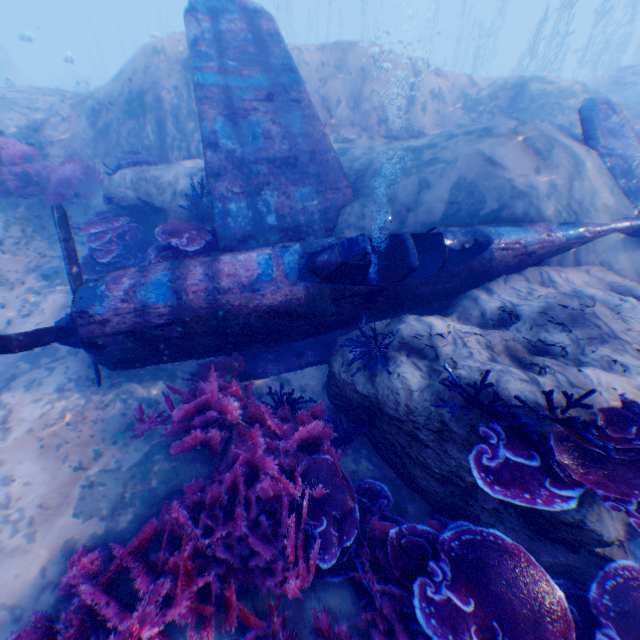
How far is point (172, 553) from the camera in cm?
310

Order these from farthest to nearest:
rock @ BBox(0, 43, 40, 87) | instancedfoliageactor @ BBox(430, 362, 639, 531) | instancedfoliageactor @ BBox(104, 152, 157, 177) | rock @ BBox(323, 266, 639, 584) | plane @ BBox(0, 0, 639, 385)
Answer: rock @ BBox(0, 43, 40, 87)
instancedfoliageactor @ BBox(104, 152, 157, 177)
plane @ BBox(0, 0, 639, 385)
rock @ BBox(323, 266, 639, 584)
instancedfoliageactor @ BBox(430, 362, 639, 531)

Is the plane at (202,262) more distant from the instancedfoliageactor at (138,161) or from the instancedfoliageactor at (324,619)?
the instancedfoliageactor at (138,161)

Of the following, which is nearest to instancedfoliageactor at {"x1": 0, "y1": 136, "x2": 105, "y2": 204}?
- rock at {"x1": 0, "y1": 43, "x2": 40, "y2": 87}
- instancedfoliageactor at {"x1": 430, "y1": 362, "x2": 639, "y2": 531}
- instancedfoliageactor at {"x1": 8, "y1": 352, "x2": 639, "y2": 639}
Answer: rock at {"x1": 0, "y1": 43, "x2": 40, "y2": 87}

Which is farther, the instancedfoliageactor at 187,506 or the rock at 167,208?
the rock at 167,208

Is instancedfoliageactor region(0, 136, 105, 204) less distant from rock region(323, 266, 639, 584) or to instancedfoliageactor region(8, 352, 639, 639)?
rock region(323, 266, 639, 584)

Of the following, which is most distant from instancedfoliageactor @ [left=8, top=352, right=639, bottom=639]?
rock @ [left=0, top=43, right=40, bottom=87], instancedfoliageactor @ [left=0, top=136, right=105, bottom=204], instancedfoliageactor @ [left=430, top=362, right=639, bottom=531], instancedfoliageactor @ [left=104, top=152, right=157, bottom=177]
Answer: instancedfoliageactor @ [left=104, top=152, right=157, bottom=177]
